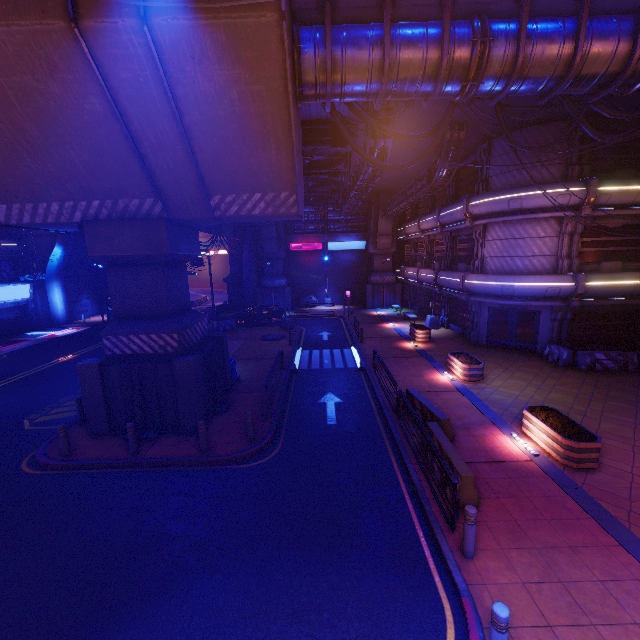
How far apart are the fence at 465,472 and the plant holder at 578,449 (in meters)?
2.96

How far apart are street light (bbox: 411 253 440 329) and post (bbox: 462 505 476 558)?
20.5m

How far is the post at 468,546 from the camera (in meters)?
6.20

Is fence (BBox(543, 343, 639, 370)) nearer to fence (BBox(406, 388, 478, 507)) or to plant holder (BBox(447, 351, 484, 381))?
plant holder (BBox(447, 351, 484, 381))

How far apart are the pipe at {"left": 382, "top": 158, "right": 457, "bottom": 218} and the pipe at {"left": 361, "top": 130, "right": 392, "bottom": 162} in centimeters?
345cm

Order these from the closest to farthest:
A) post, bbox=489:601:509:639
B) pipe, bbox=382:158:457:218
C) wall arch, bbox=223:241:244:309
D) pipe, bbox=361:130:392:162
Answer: post, bbox=489:601:509:639, pipe, bbox=361:130:392:162, pipe, bbox=382:158:457:218, wall arch, bbox=223:241:244:309

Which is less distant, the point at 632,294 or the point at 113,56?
the point at 113,56

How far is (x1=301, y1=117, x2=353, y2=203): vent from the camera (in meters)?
15.81
